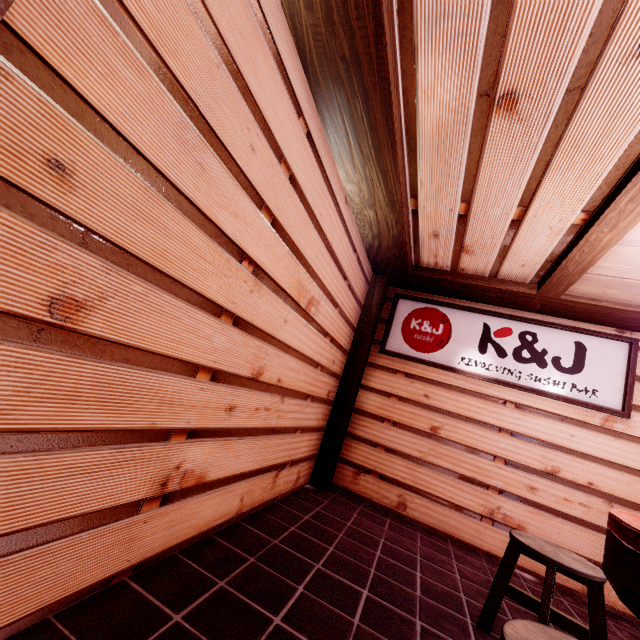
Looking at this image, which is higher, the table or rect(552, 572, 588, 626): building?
the table

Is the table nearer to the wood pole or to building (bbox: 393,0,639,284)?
building (bbox: 393,0,639,284)

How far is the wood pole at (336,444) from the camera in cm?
711

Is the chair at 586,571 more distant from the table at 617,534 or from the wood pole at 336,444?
the wood pole at 336,444

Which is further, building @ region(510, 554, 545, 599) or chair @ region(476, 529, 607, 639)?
building @ region(510, 554, 545, 599)

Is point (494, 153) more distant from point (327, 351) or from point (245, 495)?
point (245, 495)

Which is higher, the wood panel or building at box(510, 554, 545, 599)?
the wood panel

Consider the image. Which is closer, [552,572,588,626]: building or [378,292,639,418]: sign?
[552,572,588,626]: building
